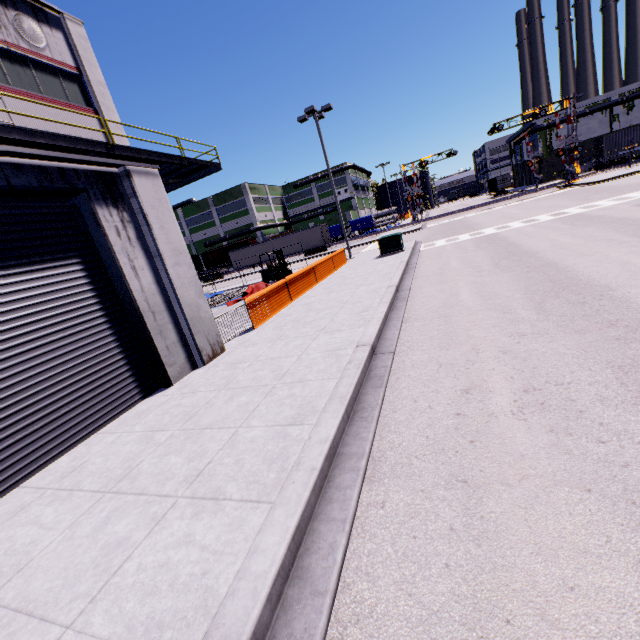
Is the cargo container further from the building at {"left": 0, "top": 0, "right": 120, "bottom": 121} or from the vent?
the vent

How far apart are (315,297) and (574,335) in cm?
898

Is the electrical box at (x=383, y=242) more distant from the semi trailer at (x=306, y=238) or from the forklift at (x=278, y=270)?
the forklift at (x=278, y=270)

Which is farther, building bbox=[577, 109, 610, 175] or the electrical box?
building bbox=[577, 109, 610, 175]

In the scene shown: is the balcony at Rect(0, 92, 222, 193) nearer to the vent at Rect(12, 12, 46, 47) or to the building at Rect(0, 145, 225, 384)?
the building at Rect(0, 145, 225, 384)

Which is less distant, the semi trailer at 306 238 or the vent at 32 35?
the vent at 32 35

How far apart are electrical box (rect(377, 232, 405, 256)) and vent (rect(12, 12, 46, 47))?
17.74m
